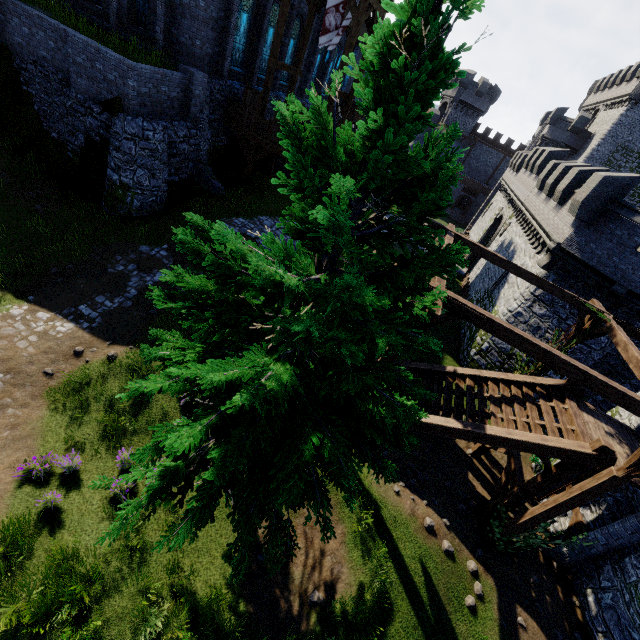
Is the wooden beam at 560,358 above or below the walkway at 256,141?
above

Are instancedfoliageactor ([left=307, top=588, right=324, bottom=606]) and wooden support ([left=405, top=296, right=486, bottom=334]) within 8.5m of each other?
yes

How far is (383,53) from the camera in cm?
300

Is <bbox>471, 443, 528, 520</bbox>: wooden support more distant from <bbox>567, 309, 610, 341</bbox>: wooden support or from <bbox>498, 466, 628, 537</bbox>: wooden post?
<bbox>567, 309, 610, 341</bbox>: wooden support

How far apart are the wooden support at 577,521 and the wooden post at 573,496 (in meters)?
3.46

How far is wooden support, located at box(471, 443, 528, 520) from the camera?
10.80m

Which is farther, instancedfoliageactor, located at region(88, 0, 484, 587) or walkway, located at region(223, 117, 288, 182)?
walkway, located at region(223, 117, 288, 182)

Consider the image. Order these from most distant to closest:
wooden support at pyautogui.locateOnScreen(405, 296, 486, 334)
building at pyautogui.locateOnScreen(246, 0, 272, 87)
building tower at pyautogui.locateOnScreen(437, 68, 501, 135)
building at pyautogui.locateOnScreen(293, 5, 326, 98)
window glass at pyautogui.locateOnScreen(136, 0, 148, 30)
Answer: building tower at pyautogui.locateOnScreen(437, 68, 501, 135)
building at pyautogui.locateOnScreen(293, 5, 326, 98)
building at pyautogui.locateOnScreen(246, 0, 272, 87)
window glass at pyautogui.locateOnScreen(136, 0, 148, 30)
wooden support at pyautogui.locateOnScreen(405, 296, 486, 334)
